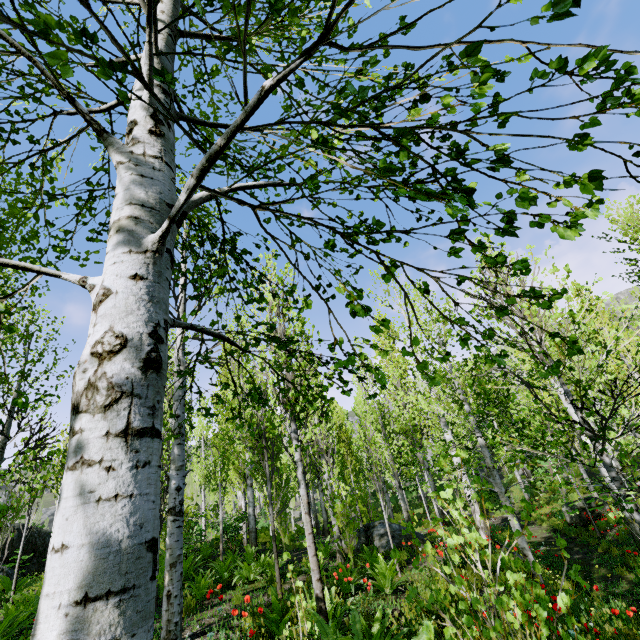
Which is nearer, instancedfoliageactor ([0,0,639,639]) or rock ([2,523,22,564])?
instancedfoliageactor ([0,0,639,639])

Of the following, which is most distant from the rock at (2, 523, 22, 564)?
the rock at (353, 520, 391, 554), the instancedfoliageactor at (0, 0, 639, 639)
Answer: the rock at (353, 520, 391, 554)

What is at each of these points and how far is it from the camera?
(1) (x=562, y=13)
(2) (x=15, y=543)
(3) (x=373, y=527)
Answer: (1) instancedfoliageactor, 0.79m
(2) rock, 11.62m
(3) rock, 11.14m

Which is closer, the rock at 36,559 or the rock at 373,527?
the rock at 373,527

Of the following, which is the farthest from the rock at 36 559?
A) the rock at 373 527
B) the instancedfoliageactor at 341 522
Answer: the rock at 373 527

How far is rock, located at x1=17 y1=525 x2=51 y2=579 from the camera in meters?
11.6
